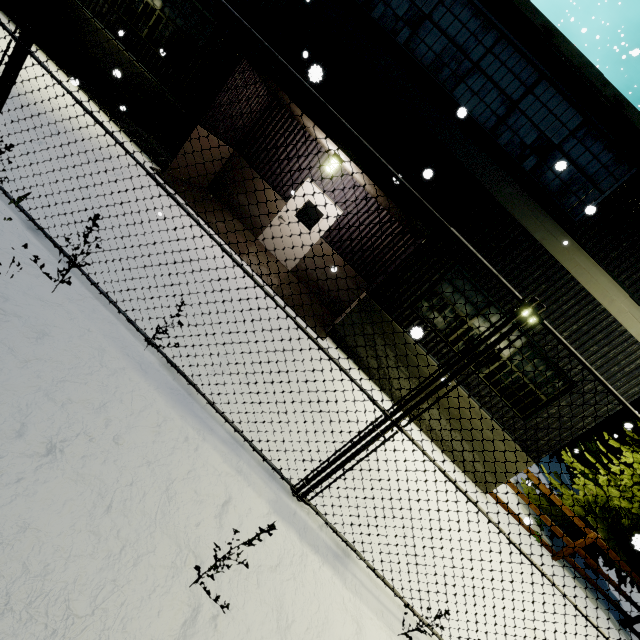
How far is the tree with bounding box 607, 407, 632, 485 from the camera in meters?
9.5

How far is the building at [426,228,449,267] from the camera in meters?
7.4 m

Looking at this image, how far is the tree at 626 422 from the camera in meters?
9.5 m

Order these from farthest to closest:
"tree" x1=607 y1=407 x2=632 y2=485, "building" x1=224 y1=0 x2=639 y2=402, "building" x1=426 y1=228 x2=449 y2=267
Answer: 1. "tree" x1=607 y1=407 x2=632 y2=485
2. "building" x1=426 y1=228 x2=449 y2=267
3. "building" x1=224 y1=0 x2=639 y2=402

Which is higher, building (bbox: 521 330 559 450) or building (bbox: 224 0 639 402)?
building (bbox: 224 0 639 402)

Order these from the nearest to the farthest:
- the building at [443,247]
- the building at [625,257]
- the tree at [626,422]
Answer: the building at [625,257]
the building at [443,247]
the tree at [626,422]

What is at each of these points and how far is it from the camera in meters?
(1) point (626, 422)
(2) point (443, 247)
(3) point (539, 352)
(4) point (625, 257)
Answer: (1) tree, 10.5 m
(2) building, 7.5 m
(3) building, 7.7 m
(4) building, 6.8 m
